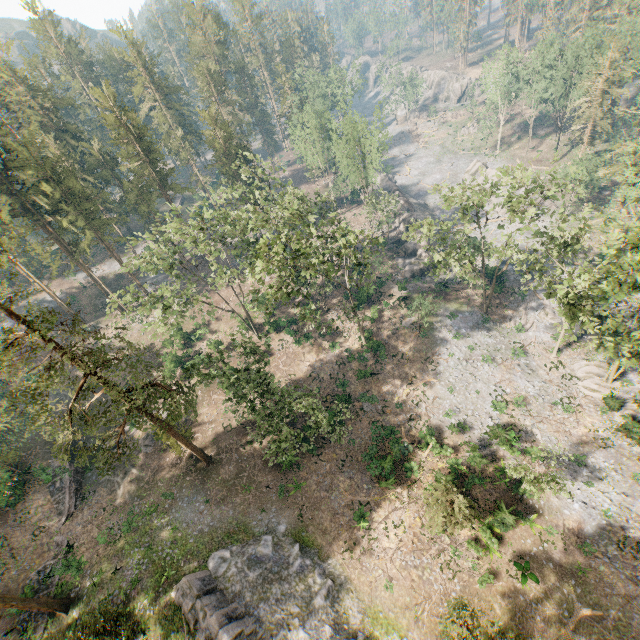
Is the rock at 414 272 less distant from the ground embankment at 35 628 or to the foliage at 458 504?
the foliage at 458 504

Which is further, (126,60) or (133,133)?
(126,60)

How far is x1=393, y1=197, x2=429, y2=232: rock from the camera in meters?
53.7

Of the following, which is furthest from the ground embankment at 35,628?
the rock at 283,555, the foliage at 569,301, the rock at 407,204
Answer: the rock at 407,204

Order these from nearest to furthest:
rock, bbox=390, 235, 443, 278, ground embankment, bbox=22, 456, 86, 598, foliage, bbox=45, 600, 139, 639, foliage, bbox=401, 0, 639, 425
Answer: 1. foliage, bbox=45, 600, 139, 639
2. foliage, bbox=401, 0, 639, 425
3. ground embankment, bbox=22, 456, 86, 598
4. rock, bbox=390, 235, 443, 278

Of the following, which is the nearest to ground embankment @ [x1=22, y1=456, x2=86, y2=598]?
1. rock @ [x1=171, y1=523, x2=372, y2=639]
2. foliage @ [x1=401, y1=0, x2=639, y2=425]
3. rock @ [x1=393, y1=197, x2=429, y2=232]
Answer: foliage @ [x1=401, y1=0, x2=639, y2=425]

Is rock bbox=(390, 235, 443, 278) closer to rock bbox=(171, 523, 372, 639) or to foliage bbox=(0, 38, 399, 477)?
foliage bbox=(0, 38, 399, 477)
